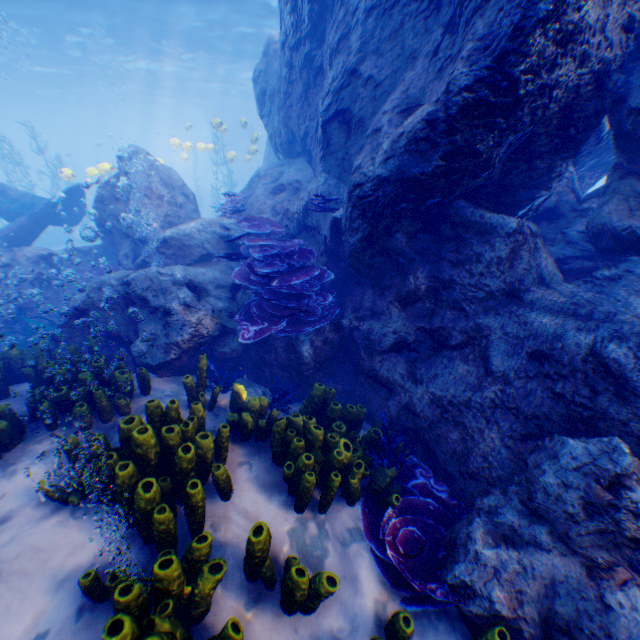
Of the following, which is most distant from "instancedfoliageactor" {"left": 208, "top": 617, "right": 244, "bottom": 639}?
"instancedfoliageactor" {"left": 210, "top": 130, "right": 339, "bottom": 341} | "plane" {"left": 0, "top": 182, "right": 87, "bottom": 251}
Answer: "instancedfoliageactor" {"left": 210, "top": 130, "right": 339, "bottom": 341}

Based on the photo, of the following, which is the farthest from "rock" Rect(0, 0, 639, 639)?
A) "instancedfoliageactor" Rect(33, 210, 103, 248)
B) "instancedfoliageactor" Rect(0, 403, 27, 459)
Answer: "instancedfoliageactor" Rect(33, 210, 103, 248)

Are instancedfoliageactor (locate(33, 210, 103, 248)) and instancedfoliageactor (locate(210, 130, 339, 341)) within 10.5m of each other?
no

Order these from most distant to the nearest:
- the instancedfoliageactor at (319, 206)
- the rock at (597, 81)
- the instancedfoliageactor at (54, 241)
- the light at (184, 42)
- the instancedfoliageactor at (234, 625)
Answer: the instancedfoliageactor at (54, 241), the light at (184, 42), the instancedfoliageactor at (319, 206), the rock at (597, 81), the instancedfoliageactor at (234, 625)

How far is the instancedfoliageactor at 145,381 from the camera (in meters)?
4.09

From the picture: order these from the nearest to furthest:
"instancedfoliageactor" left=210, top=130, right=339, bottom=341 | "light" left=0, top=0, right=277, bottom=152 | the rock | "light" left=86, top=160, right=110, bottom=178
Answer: the rock, "instancedfoliageactor" left=210, top=130, right=339, bottom=341, "light" left=86, top=160, right=110, bottom=178, "light" left=0, top=0, right=277, bottom=152

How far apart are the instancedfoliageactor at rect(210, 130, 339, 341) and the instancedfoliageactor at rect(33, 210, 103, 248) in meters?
23.8 m

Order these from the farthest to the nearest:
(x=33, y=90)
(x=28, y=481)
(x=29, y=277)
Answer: (x=33, y=90)
(x=29, y=277)
(x=28, y=481)
